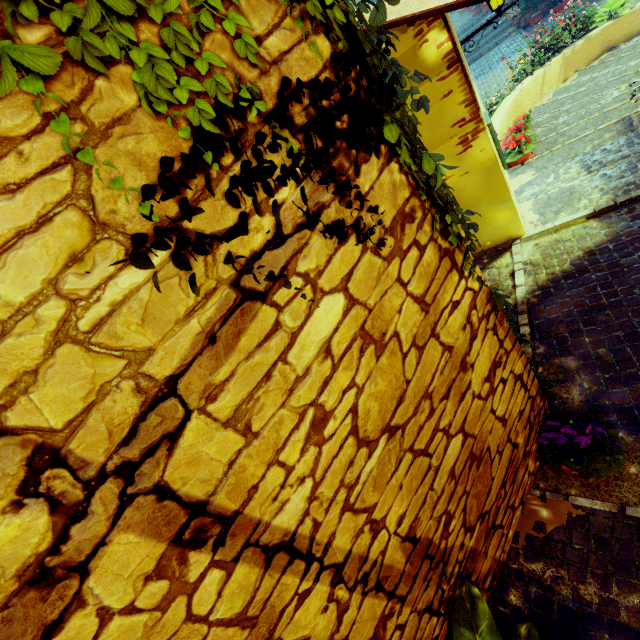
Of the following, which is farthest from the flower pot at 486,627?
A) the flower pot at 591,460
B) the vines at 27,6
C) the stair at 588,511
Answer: the vines at 27,6

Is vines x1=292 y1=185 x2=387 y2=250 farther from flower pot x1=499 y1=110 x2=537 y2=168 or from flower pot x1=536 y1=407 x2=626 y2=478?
flower pot x1=499 y1=110 x2=537 y2=168

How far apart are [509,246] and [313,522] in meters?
4.9 m

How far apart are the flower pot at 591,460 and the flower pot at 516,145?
5.6m

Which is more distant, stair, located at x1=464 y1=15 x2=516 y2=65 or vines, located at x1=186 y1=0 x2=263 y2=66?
stair, located at x1=464 y1=15 x2=516 y2=65

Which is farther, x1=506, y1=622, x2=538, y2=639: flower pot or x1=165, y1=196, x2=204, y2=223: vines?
x1=506, y1=622, x2=538, y2=639: flower pot

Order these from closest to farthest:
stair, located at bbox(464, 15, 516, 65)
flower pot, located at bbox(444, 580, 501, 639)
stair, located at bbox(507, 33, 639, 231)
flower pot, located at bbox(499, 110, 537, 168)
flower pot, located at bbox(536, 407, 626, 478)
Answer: flower pot, located at bbox(444, 580, 501, 639) → flower pot, located at bbox(536, 407, 626, 478) → stair, located at bbox(507, 33, 639, 231) → flower pot, located at bbox(499, 110, 537, 168) → stair, located at bbox(464, 15, 516, 65)

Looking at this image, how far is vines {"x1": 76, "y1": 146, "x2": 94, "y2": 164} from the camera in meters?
0.8 m
